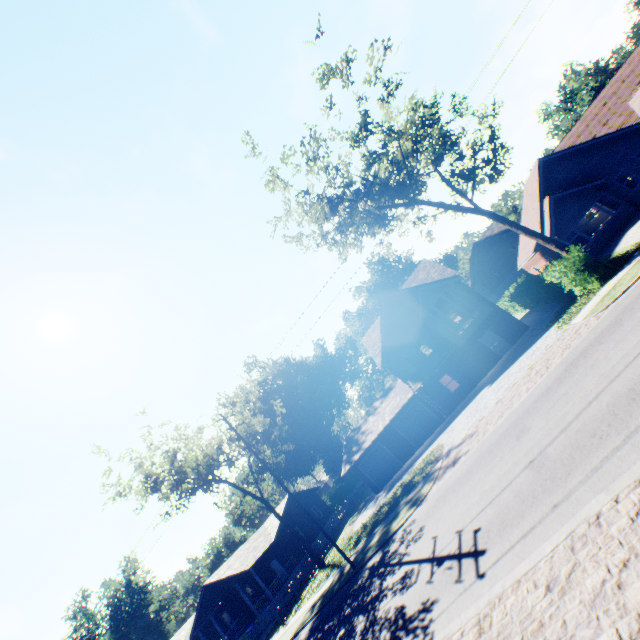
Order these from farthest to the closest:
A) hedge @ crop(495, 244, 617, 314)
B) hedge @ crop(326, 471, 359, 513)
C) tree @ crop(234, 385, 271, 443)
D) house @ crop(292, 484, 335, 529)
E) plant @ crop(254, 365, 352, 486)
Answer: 1. plant @ crop(254, 365, 352, 486)
2. hedge @ crop(326, 471, 359, 513)
3. house @ crop(292, 484, 335, 529)
4. tree @ crop(234, 385, 271, 443)
5. hedge @ crop(495, 244, 617, 314)

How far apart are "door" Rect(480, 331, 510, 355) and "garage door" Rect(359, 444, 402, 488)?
12.9 meters

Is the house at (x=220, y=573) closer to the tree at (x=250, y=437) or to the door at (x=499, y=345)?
the tree at (x=250, y=437)

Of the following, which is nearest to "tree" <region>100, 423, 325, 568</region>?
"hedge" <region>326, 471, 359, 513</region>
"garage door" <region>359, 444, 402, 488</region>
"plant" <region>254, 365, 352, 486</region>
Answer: "garage door" <region>359, 444, 402, 488</region>

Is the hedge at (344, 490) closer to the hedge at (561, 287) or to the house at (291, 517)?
the hedge at (561, 287)

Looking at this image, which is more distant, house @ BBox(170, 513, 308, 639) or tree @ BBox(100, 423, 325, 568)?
house @ BBox(170, 513, 308, 639)

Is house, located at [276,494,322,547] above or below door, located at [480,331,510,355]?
above

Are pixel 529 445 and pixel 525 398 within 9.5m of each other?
yes
